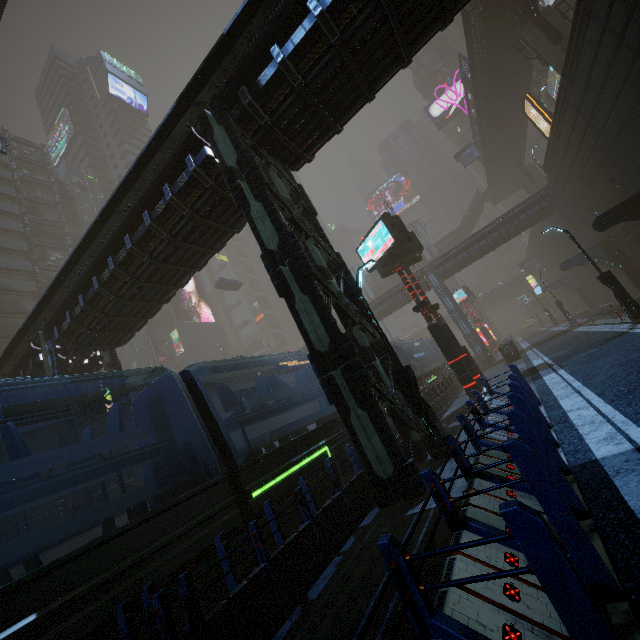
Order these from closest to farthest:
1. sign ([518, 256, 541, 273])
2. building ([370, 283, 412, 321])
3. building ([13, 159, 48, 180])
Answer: building ([370, 283, 412, 321]) → building ([13, 159, 48, 180]) → sign ([518, 256, 541, 273])

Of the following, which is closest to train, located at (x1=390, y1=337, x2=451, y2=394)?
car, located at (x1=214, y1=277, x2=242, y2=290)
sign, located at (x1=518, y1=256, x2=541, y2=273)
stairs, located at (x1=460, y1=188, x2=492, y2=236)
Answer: sign, located at (x1=518, y1=256, x2=541, y2=273)

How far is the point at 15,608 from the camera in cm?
365

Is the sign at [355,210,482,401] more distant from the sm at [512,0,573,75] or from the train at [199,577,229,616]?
the sm at [512,0,573,75]

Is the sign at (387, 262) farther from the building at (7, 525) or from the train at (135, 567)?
the train at (135, 567)

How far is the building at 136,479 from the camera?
15.0m

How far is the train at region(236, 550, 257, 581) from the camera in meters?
5.8 m

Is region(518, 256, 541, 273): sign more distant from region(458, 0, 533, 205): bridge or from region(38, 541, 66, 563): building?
region(458, 0, 533, 205): bridge
